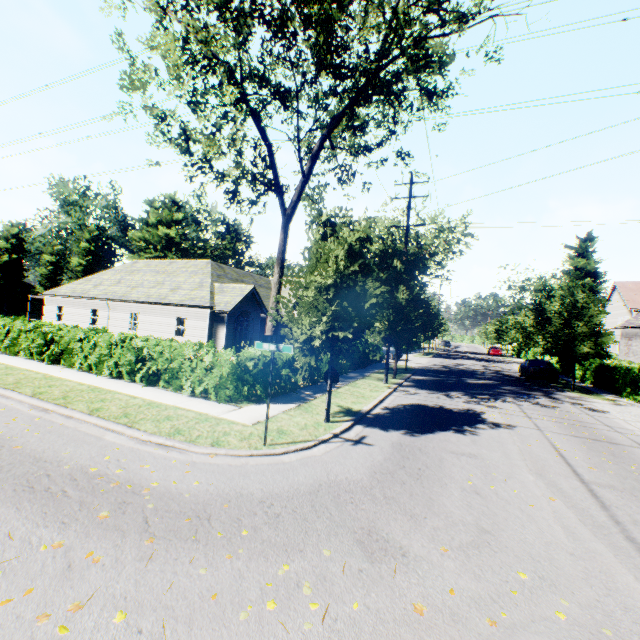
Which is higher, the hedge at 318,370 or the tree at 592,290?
the tree at 592,290

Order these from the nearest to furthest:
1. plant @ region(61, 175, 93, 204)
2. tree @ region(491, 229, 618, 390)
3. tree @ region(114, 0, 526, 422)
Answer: tree @ region(114, 0, 526, 422)
tree @ region(491, 229, 618, 390)
plant @ region(61, 175, 93, 204)

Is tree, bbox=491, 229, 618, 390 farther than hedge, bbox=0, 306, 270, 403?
Yes

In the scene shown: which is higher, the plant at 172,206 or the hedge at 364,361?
the plant at 172,206

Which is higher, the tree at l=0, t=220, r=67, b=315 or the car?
the tree at l=0, t=220, r=67, b=315

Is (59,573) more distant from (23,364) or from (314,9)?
(314,9)

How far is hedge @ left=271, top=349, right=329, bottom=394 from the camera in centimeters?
1154cm

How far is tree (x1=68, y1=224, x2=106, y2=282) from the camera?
54.75m
